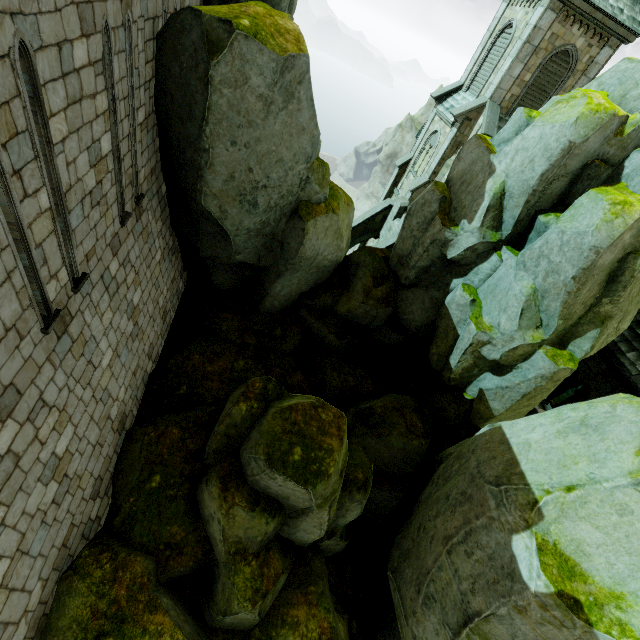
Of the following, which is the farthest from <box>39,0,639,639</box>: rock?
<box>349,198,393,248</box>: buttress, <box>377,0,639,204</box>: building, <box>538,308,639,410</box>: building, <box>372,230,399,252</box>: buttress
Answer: <box>349,198,393,248</box>: buttress

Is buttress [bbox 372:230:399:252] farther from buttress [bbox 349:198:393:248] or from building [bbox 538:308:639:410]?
buttress [bbox 349:198:393:248]

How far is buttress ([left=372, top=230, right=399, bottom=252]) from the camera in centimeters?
2019cm

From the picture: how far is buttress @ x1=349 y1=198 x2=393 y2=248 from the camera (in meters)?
23.09

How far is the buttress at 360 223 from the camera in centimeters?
2309cm

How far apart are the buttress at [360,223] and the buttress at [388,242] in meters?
3.2

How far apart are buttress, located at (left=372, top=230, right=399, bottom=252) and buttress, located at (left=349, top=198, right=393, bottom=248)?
3.2 meters

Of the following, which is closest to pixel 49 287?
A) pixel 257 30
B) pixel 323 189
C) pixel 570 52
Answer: pixel 257 30
